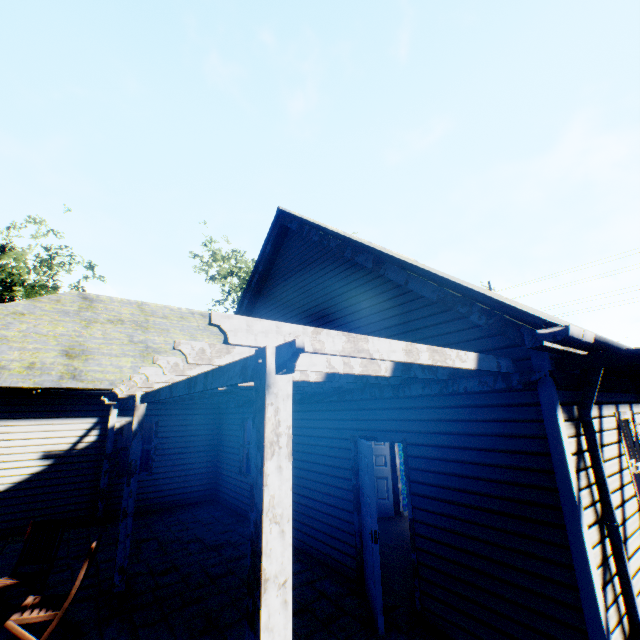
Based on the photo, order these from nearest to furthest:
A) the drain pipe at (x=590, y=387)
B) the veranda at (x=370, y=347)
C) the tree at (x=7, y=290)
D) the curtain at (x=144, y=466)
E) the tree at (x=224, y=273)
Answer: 1. the veranda at (x=370, y=347)
2. the drain pipe at (x=590, y=387)
3. the curtain at (x=144, y=466)
4. the tree at (x=7, y=290)
5. the tree at (x=224, y=273)

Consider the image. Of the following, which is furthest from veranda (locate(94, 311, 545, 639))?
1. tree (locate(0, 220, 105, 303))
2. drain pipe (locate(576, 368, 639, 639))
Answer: tree (locate(0, 220, 105, 303))

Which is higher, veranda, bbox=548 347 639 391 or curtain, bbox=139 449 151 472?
veranda, bbox=548 347 639 391

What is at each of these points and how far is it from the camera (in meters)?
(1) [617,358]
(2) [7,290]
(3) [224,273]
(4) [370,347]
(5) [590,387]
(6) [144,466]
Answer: (1) veranda, 3.20
(2) tree, 21.50
(3) tree, 32.47
(4) veranda, 2.34
(5) drain pipe, 3.54
(6) curtain, 9.69

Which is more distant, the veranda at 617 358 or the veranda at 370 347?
the veranda at 617 358

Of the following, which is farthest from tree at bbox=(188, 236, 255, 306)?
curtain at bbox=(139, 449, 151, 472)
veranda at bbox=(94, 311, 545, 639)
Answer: curtain at bbox=(139, 449, 151, 472)

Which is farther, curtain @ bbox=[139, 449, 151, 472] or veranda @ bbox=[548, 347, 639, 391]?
curtain @ bbox=[139, 449, 151, 472]

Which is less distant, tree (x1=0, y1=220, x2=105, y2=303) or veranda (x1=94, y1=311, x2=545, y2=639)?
veranda (x1=94, y1=311, x2=545, y2=639)
